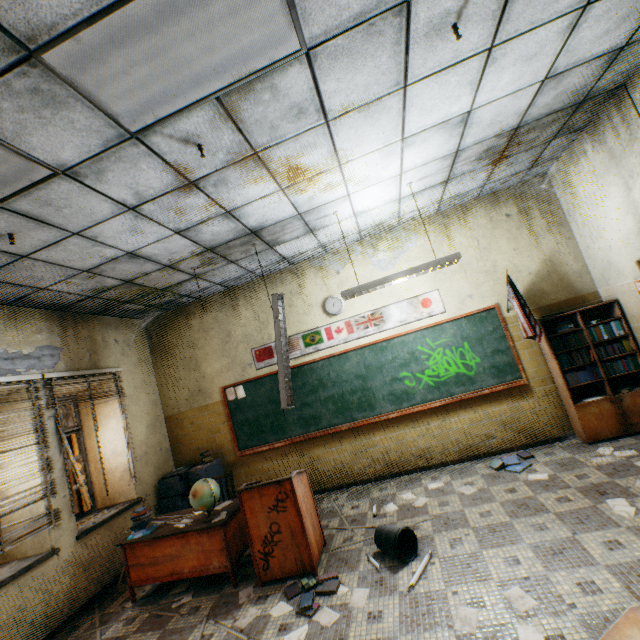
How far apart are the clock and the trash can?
3.2 meters

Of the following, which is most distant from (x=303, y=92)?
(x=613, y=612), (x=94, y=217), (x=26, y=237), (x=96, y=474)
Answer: (x=96, y=474)

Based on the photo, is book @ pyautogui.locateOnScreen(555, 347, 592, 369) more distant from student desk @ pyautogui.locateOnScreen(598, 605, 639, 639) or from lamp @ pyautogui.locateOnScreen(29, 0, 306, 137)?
lamp @ pyautogui.locateOnScreen(29, 0, 306, 137)

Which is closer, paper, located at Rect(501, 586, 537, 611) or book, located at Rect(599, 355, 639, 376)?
paper, located at Rect(501, 586, 537, 611)

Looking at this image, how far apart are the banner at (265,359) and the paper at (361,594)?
3.3 meters

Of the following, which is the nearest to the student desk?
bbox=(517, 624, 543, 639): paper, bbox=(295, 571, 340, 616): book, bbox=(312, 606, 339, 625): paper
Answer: bbox=(517, 624, 543, 639): paper

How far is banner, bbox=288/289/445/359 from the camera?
5.35m

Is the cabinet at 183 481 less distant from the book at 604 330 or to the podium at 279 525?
the podium at 279 525
